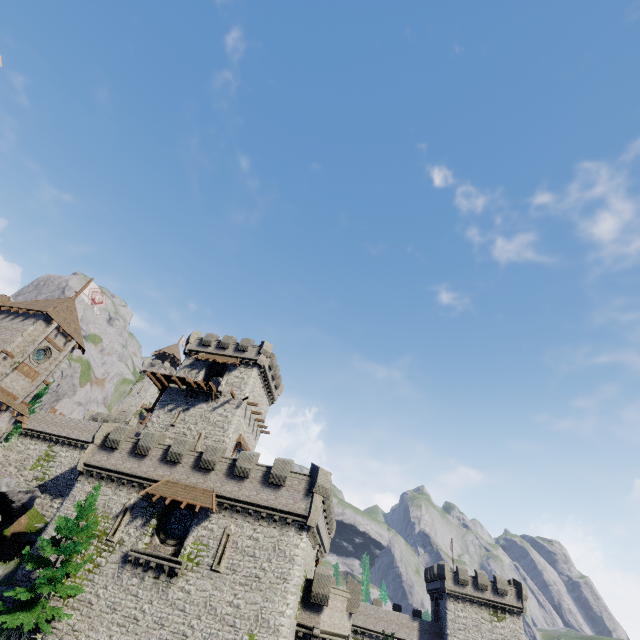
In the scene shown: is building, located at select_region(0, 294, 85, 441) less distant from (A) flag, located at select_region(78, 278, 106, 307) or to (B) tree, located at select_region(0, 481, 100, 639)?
(A) flag, located at select_region(78, 278, 106, 307)

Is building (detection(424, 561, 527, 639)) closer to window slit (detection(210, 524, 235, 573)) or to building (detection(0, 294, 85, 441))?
window slit (detection(210, 524, 235, 573))

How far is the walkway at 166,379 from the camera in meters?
36.9

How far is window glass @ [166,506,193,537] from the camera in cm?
2441

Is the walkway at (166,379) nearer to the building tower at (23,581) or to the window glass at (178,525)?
the building tower at (23,581)

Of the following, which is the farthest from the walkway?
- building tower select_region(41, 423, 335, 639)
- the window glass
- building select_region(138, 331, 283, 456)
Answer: the window glass

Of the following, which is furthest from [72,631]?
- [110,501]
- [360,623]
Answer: [360,623]

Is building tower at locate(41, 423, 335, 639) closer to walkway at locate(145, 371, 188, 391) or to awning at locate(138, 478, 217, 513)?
awning at locate(138, 478, 217, 513)
